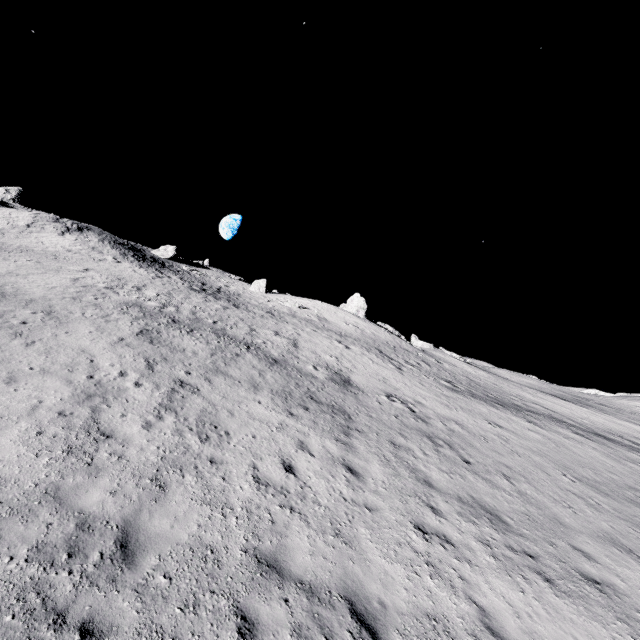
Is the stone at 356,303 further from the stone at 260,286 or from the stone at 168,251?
the stone at 168,251

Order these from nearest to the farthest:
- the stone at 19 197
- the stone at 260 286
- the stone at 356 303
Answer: the stone at 19 197 → the stone at 356 303 → the stone at 260 286

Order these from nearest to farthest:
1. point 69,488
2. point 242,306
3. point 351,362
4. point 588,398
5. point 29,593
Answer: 1. point 29,593
2. point 69,488
3. point 351,362
4. point 242,306
5. point 588,398

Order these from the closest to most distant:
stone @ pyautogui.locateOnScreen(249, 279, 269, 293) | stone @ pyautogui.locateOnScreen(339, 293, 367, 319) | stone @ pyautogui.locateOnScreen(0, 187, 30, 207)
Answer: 1. stone @ pyautogui.locateOnScreen(0, 187, 30, 207)
2. stone @ pyautogui.locateOnScreen(339, 293, 367, 319)
3. stone @ pyautogui.locateOnScreen(249, 279, 269, 293)

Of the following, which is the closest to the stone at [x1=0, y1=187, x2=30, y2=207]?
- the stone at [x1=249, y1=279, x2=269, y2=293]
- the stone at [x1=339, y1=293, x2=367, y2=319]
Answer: the stone at [x1=249, y1=279, x2=269, y2=293]

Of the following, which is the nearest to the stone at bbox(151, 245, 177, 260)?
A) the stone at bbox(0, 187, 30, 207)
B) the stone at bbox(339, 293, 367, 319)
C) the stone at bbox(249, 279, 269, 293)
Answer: the stone at bbox(249, 279, 269, 293)

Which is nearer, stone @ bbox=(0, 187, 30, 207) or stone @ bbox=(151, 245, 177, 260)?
stone @ bbox=(0, 187, 30, 207)

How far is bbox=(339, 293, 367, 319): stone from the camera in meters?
43.7
